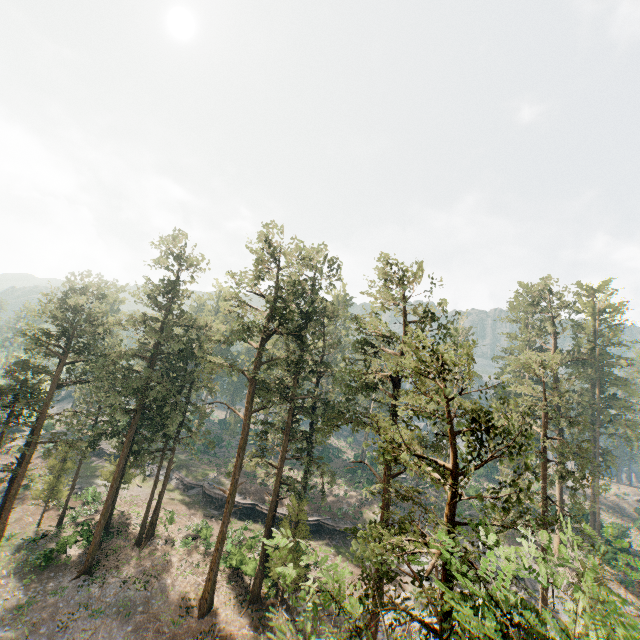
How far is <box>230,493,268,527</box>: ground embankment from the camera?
41.09m

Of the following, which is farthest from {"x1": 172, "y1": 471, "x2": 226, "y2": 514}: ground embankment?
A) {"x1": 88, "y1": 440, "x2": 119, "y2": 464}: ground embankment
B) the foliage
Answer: {"x1": 88, "y1": 440, "x2": 119, "y2": 464}: ground embankment

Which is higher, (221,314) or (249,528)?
(221,314)

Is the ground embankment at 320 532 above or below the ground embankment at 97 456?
above

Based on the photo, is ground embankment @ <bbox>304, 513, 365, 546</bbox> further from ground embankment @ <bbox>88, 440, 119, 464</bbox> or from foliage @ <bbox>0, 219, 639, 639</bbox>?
ground embankment @ <bbox>88, 440, 119, 464</bbox>

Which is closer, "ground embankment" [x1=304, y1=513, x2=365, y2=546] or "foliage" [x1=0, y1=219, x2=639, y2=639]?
"foliage" [x1=0, y1=219, x2=639, y2=639]

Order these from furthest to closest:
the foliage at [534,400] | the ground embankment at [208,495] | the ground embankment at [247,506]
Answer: the ground embankment at [208,495] → the ground embankment at [247,506] → the foliage at [534,400]
